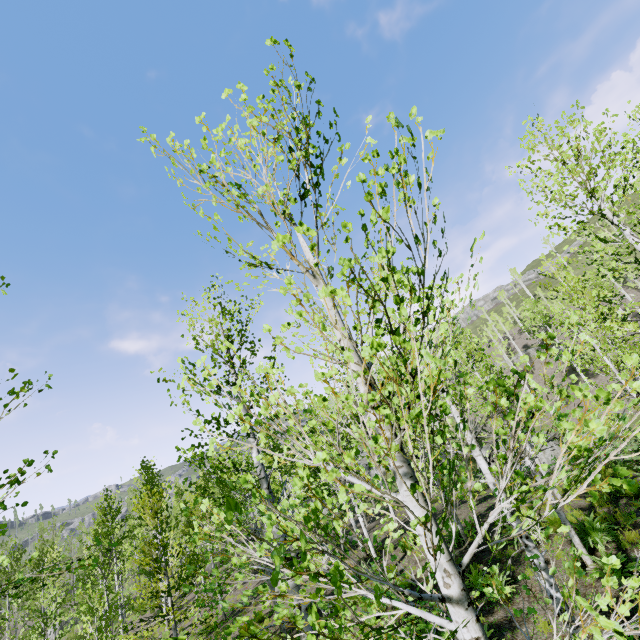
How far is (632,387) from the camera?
1.9m
